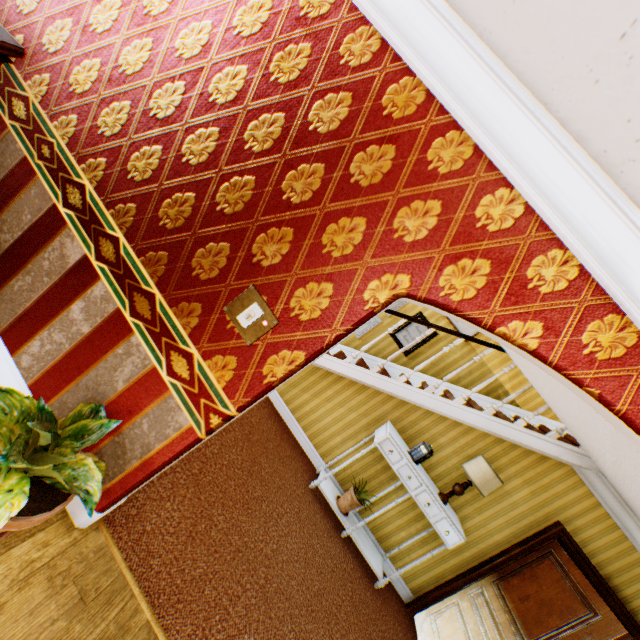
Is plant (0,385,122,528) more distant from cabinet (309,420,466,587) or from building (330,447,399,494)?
cabinet (309,420,466,587)

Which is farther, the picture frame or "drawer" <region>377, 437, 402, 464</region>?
the picture frame

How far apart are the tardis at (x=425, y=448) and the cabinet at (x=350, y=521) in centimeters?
1cm

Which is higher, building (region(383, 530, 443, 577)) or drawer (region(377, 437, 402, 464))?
drawer (region(377, 437, 402, 464))

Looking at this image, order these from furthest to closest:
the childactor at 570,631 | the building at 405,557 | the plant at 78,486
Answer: the building at 405,557
the childactor at 570,631
the plant at 78,486

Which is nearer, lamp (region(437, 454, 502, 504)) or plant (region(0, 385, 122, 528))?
plant (region(0, 385, 122, 528))

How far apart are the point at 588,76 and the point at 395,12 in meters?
0.9 m

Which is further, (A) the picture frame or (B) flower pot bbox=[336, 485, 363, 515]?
(A) the picture frame
